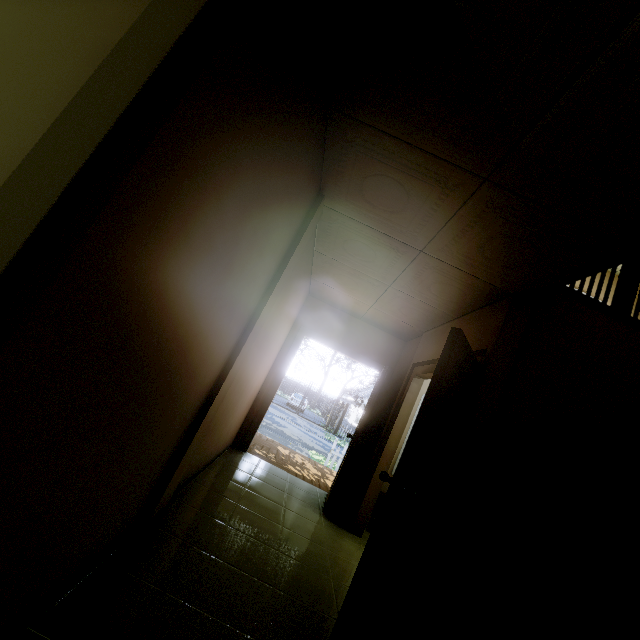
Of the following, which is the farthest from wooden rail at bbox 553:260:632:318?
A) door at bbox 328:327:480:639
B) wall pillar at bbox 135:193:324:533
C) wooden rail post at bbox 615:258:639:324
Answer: wall pillar at bbox 135:193:324:533

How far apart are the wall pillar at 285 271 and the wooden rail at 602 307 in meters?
1.9 m

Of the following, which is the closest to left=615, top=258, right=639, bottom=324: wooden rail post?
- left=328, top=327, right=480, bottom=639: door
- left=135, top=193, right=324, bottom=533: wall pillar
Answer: left=328, top=327, right=480, bottom=639: door

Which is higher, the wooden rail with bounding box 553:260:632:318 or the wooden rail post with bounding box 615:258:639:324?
the wooden rail post with bounding box 615:258:639:324

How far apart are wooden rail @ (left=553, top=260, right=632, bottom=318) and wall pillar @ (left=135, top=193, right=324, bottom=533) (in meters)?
1.89

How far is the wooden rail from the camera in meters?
2.9 m

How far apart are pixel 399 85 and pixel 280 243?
1.1m

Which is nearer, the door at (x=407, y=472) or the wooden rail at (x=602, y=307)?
the door at (x=407, y=472)
